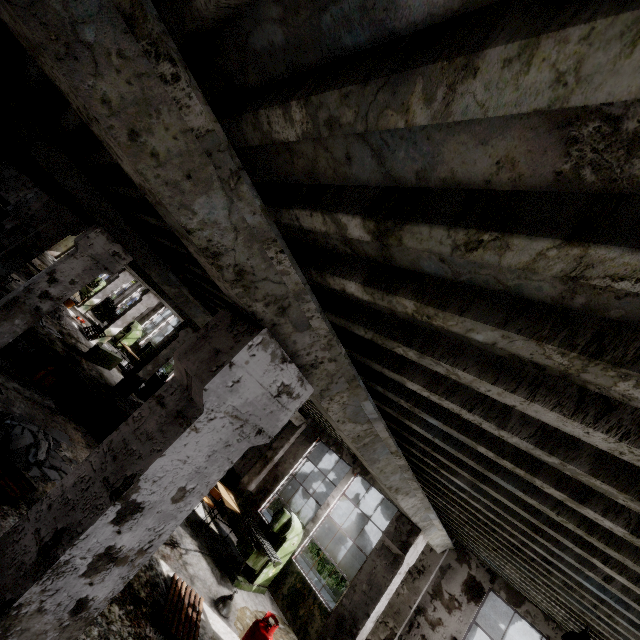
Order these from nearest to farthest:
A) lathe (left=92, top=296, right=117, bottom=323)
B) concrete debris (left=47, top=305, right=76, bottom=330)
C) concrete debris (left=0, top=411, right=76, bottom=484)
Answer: concrete debris (left=0, top=411, right=76, bottom=484) → concrete debris (left=47, top=305, right=76, bottom=330) → lathe (left=92, top=296, right=117, bottom=323)

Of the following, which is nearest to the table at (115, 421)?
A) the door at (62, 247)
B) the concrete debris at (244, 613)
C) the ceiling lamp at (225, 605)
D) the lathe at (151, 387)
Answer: the ceiling lamp at (225, 605)

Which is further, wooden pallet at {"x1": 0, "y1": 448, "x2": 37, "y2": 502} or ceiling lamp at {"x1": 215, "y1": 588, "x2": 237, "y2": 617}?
ceiling lamp at {"x1": 215, "y1": 588, "x2": 237, "y2": 617}

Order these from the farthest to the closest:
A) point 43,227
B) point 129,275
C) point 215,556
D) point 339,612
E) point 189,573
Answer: point 129,275
point 43,227
point 215,556
point 189,573
point 339,612

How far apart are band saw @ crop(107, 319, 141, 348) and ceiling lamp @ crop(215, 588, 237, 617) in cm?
1764

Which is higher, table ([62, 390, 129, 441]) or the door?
the door

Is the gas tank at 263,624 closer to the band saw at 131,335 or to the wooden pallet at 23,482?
the wooden pallet at 23,482

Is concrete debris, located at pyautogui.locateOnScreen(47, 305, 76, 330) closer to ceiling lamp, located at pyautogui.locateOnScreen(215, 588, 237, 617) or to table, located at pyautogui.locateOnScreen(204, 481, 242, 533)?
table, located at pyautogui.locateOnScreen(204, 481, 242, 533)
